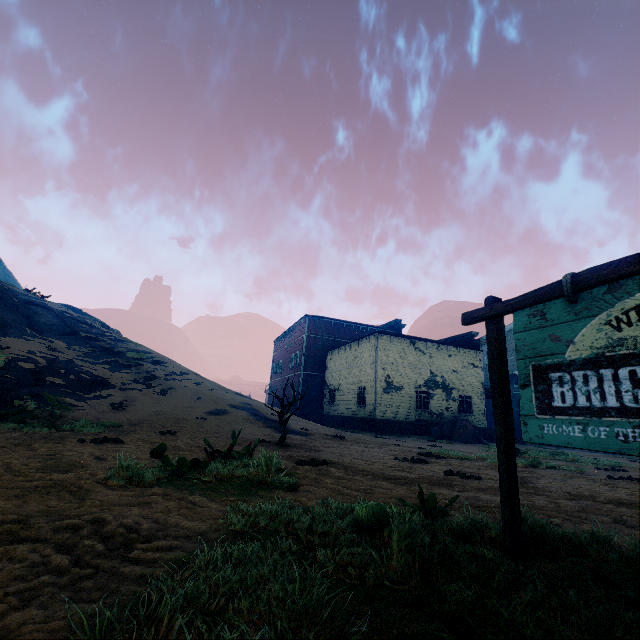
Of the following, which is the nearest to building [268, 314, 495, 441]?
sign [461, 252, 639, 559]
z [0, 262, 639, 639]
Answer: z [0, 262, 639, 639]

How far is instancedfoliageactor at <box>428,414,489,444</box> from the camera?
20.2m

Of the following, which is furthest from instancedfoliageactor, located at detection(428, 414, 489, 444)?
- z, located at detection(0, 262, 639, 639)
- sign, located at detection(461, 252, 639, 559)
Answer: sign, located at detection(461, 252, 639, 559)

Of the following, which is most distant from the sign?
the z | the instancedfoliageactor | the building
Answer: the instancedfoliageactor

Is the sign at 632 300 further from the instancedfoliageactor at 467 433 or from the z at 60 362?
the instancedfoliageactor at 467 433

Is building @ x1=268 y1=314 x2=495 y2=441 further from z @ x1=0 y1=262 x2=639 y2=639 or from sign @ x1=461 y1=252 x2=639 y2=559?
sign @ x1=461 y1=252 x2=639 y2=559

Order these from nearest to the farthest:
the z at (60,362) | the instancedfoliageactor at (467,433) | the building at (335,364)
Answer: the z at (60,362), the instancedfoliageactor at (467,433), the building at (335,364)

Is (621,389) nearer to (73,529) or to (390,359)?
(73,529)
